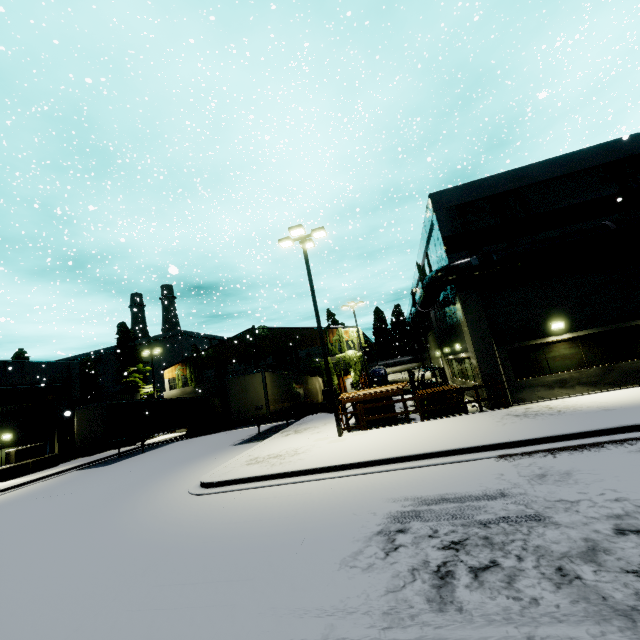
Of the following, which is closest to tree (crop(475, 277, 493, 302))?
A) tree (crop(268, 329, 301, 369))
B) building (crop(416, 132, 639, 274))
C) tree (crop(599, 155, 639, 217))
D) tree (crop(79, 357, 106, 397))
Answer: building (crop(416, 132, 639, 274))

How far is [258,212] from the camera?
30.7 meters

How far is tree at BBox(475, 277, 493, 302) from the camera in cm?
1538

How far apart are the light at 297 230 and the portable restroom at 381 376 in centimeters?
1367cm

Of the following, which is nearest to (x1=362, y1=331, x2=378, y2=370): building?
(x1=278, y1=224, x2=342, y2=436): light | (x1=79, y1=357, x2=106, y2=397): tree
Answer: (x1=79, y1=357, x2=106, y2=397): tree

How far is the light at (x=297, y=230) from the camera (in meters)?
14.66

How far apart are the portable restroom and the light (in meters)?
13.67
